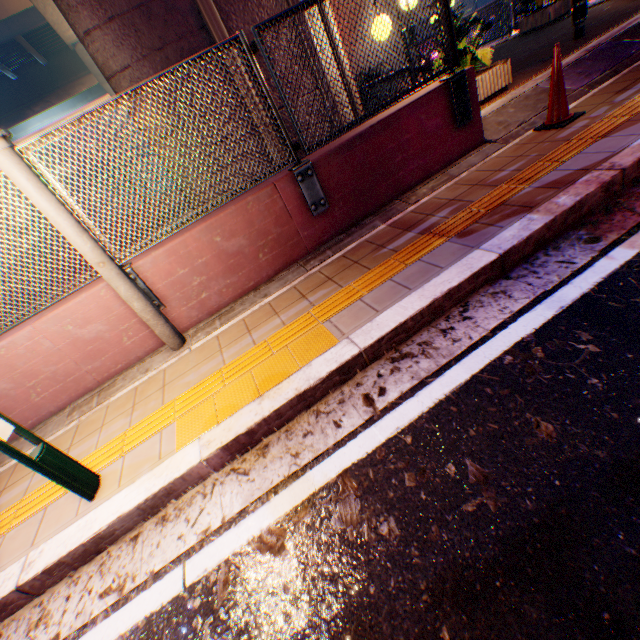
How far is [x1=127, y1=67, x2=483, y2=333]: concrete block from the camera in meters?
3.7 m

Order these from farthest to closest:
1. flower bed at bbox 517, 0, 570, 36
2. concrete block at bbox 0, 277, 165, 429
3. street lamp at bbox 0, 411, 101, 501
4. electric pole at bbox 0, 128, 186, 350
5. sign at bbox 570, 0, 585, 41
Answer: flower bed at bbox 517, 0, 570, 36, sign at bbox 570, 0, 585, 41, concrete block at bbox 0, 277, 165, 429, electric pole at bbox 0, 128, 186, 350, street lamp at bbox 0, 411, 101, 501

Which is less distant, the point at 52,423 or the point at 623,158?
the point at 623,158

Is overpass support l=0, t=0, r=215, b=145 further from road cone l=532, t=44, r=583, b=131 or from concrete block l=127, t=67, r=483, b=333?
road cone l=532, t=44, r=583, b=131

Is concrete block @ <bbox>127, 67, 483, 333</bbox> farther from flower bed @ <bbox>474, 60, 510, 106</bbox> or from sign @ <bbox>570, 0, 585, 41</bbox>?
sign @ <bbox>570, 0, 585, 41</bbox>

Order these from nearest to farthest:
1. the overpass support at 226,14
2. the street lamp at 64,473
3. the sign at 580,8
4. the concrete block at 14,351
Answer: the street lamp at 64,473 → the concrete block at 14,351 → the overpass support at 226,14 → the sign at 580,8

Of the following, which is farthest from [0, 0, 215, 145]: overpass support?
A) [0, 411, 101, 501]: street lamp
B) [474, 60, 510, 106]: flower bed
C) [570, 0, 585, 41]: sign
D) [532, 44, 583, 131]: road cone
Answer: [570, 0, 585, 41]: sign

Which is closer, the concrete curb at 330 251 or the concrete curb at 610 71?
the concrete curb at 330 251
